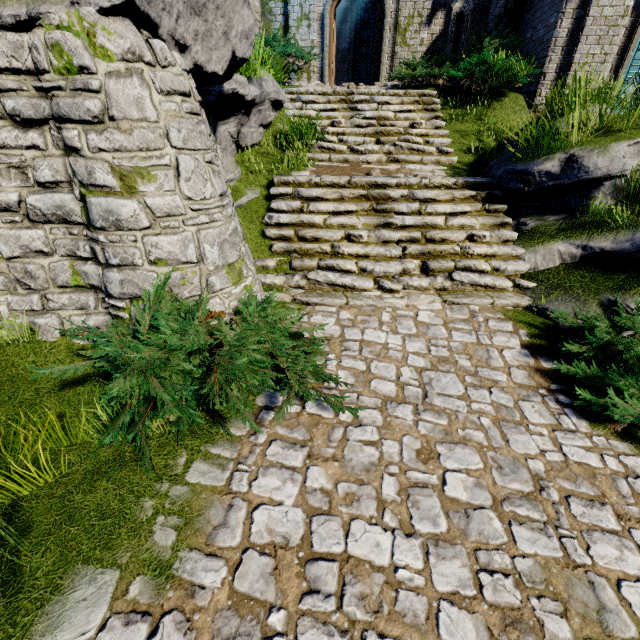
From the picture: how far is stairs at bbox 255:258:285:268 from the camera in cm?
575

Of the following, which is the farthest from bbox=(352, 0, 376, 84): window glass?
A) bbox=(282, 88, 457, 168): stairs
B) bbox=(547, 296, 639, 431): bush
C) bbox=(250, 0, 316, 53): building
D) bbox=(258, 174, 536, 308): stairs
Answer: bbox=(547, 296, 639, 431): bush

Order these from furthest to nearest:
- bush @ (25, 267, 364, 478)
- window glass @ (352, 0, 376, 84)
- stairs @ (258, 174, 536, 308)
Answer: window glass @ (352, 0, 376, 84) → stairs @ (258, 174, 536, 308) → bush @ (25, 267, 364, 478)

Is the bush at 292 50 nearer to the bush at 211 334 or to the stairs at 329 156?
the stairs at 329 156

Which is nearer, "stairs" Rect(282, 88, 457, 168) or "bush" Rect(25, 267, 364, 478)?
"bush" Rect(25, 267, 364, 478)

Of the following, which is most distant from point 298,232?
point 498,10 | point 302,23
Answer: point 498,10

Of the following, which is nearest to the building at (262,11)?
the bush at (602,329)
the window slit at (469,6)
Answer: the window slit at (469,6)
